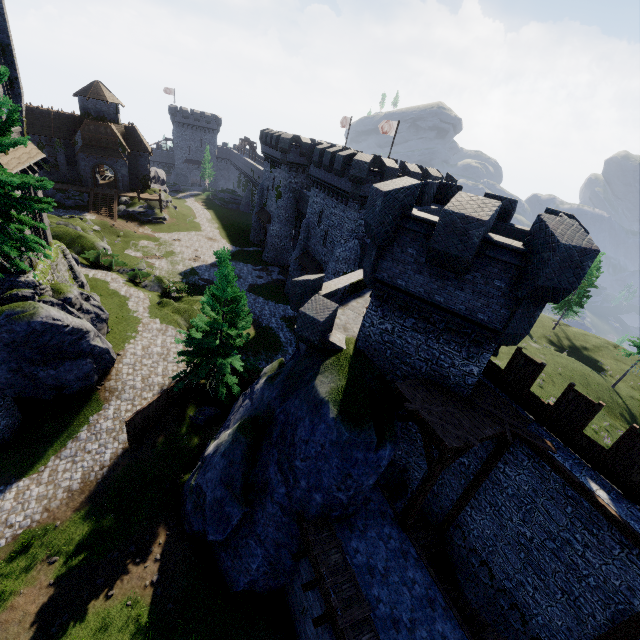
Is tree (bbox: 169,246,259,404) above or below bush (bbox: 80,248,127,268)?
above

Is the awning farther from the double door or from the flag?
the double door

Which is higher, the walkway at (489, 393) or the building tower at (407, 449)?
the walkway at (489, 393)

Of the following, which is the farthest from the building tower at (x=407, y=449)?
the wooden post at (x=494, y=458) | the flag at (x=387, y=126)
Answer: the flag at (x=387, y=126)

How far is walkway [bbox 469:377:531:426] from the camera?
11.8 meters

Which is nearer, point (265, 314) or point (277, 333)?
point (277, 333)

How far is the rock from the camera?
21.31m

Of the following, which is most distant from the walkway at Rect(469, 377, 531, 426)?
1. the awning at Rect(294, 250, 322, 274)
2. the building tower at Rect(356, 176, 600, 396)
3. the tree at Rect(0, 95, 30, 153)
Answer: the awning at Rect(294, 250, 322, 274)
